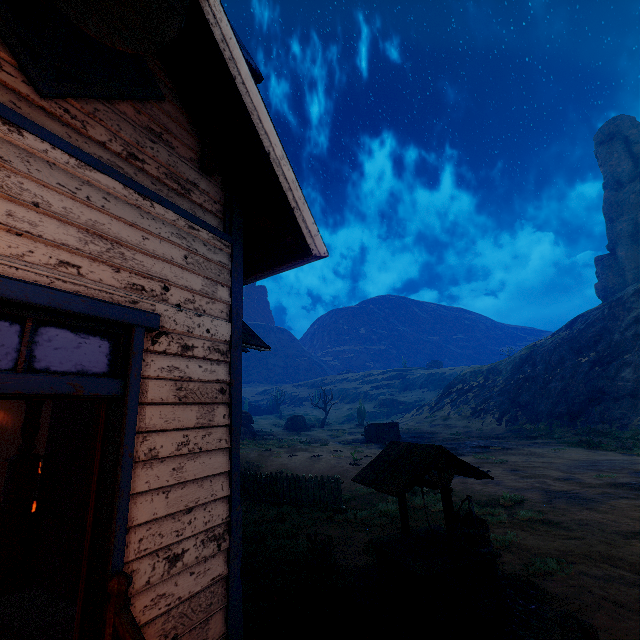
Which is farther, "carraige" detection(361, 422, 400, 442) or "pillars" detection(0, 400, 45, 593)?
"carraige" detection(361, 422, 400, 442)

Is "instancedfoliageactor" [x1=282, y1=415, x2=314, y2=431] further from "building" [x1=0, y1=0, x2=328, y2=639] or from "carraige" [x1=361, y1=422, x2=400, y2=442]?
"building" [x1=0, y1=0, x2=328, y2=639]

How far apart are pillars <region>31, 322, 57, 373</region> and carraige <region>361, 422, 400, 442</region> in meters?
28.2 m

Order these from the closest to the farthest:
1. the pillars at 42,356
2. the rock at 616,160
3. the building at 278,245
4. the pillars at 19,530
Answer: the building at 278,245, the pillars at 19,530, the pillars at 42,356, the rock at 616,160

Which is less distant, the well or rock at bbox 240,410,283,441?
the well

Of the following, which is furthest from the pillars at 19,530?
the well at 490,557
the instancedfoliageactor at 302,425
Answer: the instancedfoliageactor at 302,425

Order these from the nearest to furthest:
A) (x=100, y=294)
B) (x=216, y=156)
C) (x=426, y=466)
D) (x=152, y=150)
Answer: (x=100, y=294) → (x=152, y=150) → (x=216, y=156) → (x=426, y=466)

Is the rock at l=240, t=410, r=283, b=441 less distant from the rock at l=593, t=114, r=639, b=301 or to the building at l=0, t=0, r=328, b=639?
the building at l=0, t=0, r=328, b=639
